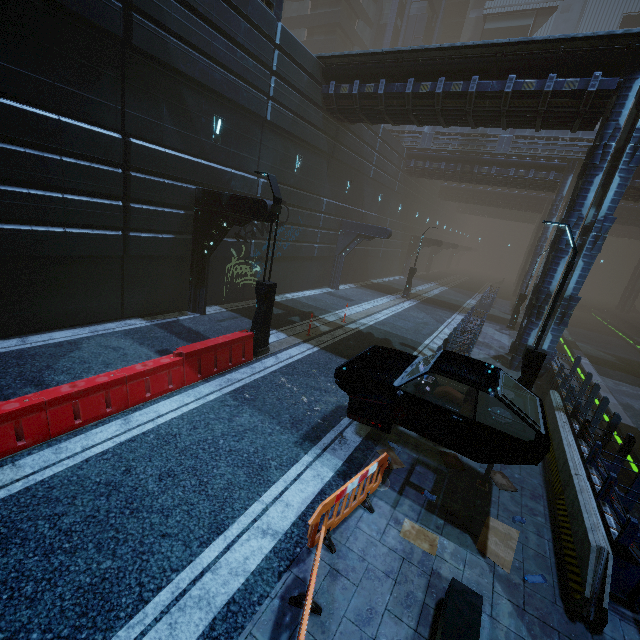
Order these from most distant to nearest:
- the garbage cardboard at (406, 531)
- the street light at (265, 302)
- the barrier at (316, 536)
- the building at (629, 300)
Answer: the building at (629, 300) → the street light at (265, 302) → the garbage cardboard at (406, 531) → the barrier at (316, 536)

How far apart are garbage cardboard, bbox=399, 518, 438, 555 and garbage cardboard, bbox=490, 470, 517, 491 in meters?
2.2

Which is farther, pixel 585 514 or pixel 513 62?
pixel 513 62

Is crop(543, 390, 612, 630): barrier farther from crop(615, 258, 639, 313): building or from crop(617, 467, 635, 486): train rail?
crop(615, 258, 639, 313): building

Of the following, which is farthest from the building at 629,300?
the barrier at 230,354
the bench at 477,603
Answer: the bench at 477,603

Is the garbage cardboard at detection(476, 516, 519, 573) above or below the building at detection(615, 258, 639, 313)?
below

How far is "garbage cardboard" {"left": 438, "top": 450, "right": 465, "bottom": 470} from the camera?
7.16m

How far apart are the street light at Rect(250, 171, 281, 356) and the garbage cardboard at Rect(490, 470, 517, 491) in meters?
7.0
